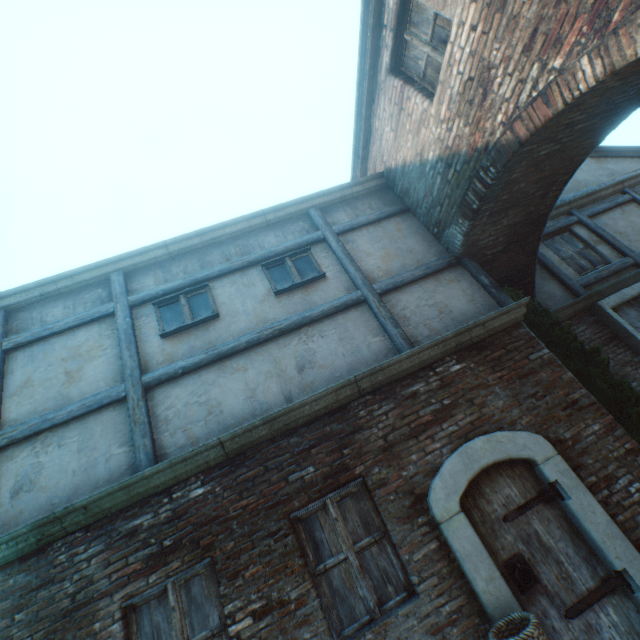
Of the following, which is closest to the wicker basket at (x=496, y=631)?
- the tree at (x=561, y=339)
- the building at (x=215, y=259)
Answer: the building at (x=215, y=259)

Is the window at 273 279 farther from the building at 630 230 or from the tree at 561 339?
the tree at 561 339

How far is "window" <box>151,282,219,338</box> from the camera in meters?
5.3

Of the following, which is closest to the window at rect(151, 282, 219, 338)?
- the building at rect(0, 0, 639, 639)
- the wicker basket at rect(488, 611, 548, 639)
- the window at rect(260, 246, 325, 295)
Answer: the building at rect(0, 0, 639, 639)

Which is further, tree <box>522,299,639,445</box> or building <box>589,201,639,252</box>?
building <box>589,201,639,252</box>

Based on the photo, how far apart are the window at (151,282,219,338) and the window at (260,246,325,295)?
0.96m

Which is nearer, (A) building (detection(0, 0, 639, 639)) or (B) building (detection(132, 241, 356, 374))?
(A) building (detection(0, 0, 639, 639))

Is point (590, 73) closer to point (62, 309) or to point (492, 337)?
point (492, 337)
